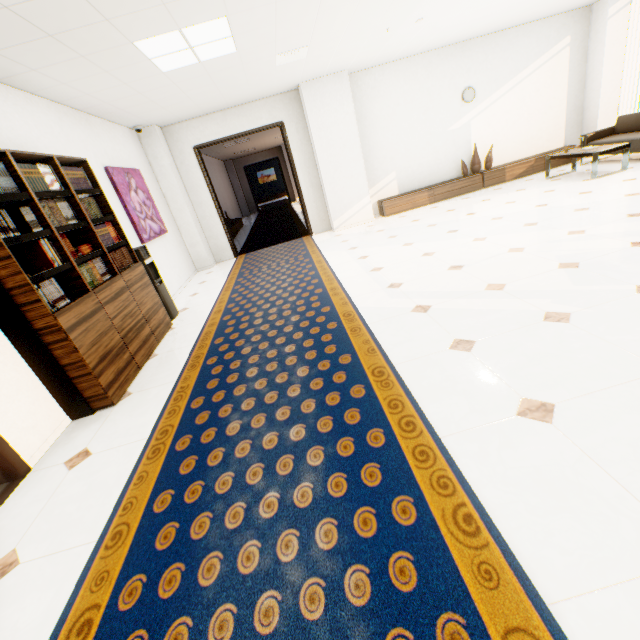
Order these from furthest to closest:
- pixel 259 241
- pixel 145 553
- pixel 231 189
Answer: pixel 231 189 → pixel 259 241 → pixel 145 553

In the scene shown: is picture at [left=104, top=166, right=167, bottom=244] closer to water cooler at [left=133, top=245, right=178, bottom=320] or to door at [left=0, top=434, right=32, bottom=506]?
water cooler at [left=133, top=245, right=178, bottom=320]

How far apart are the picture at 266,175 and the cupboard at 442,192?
21.1m

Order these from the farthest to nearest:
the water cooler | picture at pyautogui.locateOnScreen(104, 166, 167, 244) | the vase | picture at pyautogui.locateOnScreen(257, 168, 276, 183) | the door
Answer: picture at pyautogui.locateOnScreen(257, 168, 276, 183)
the vase
picture at pyautogui.locateOnScreen(104, 166, 167, 244)
the water cooler
the door

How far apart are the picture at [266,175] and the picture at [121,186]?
22.3 meters

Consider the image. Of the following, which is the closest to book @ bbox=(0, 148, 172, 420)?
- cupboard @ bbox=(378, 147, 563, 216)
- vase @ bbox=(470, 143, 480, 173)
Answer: cupboard @ bbox=(378, 147, 563, 216)

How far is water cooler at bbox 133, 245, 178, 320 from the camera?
4.4m

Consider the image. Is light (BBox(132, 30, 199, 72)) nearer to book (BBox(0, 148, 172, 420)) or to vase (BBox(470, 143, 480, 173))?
book (BBox(0, 148, 172, 420))
